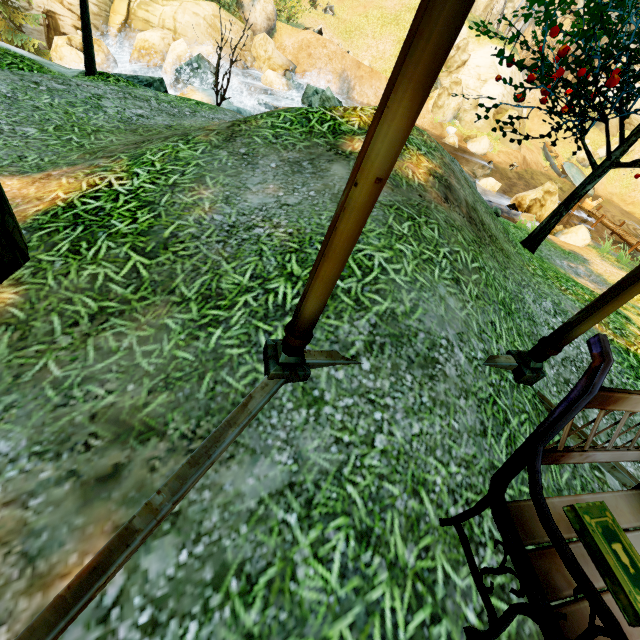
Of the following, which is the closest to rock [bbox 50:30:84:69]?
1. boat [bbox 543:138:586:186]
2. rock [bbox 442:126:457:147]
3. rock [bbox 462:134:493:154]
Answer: rock [bbox 442:126:457:147]

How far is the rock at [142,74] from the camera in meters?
10.9

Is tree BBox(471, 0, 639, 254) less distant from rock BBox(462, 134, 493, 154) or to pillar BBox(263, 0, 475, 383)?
pillar BBox(263, 0, 475, 383)

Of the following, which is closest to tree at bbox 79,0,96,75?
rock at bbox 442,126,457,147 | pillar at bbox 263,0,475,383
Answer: pillar at bbox 263,0,475,383

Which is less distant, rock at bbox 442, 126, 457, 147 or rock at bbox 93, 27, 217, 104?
rock at bbox 93, 27, 217, 104

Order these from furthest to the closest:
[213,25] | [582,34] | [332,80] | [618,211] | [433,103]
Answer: [618,211], [433,103], [332,80], [213,25], [582,34]

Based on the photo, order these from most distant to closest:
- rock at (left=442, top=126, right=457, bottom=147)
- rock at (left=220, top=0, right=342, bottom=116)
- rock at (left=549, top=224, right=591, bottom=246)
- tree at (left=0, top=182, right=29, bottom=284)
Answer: rock at (left=442, top=126, right=457, bottom=147)
rock at (left=220, top=0, right=342, bottom=116)
rock at (left=549, top=224, right=591, bottom=246)
tree at (left=0, top=182, right=29, bottom=284)

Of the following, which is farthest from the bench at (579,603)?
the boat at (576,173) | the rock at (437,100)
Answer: the boat at (576,173)
